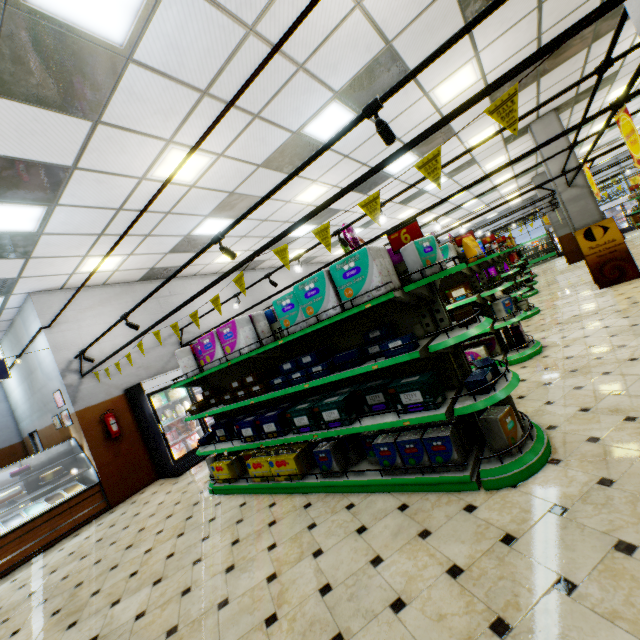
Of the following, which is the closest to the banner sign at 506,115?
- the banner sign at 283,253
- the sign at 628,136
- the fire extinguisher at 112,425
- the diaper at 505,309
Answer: the banner sign at 283,253

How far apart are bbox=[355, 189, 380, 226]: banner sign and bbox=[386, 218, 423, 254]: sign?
0.6m

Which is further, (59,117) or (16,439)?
(16,439)

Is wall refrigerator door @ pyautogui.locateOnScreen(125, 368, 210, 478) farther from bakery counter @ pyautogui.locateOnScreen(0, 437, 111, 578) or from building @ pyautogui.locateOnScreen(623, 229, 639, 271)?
bakery counter @ pyautogui.locateOnScreen(0, 437, 111, 578)

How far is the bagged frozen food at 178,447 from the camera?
7.5 meters

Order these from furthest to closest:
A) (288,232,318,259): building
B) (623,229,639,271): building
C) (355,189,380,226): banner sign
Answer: (288,232,318,259): building
(623,229,639,271): building
(355,189,380,226): banner sign

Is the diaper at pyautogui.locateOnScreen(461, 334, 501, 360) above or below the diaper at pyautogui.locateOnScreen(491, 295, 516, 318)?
below

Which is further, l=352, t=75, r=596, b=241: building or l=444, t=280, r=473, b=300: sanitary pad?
l=352, t=75, r=596, b=241: building
